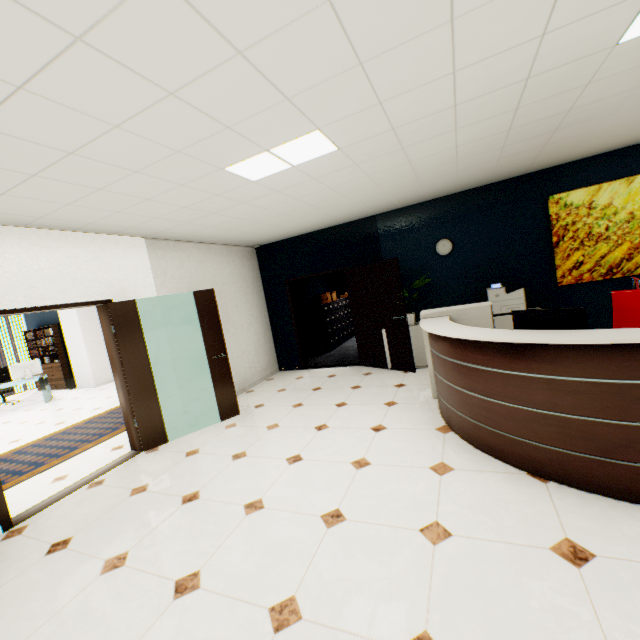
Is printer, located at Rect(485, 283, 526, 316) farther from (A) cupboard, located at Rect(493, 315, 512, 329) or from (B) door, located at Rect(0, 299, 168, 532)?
(B) door, located at Rect(0, 299, 168, 532)

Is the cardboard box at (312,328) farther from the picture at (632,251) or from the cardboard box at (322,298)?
the picture at (632,251)

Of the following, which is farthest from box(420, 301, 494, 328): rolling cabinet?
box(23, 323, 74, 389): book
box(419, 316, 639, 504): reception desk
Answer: box(23, 323, 74, 389): book

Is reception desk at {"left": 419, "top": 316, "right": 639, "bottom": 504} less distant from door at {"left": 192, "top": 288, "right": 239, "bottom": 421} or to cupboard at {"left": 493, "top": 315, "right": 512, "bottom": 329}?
cupboard at {"left": 493, "top": 315, "right": 512, "bottom": 329}

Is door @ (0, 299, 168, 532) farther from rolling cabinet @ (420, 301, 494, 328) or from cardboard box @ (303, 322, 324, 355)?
cardboard box @ (303, 322, 324, 355)

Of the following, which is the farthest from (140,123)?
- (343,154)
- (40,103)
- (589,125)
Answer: (589,125)

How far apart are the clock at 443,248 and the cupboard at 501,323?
1.3 meters

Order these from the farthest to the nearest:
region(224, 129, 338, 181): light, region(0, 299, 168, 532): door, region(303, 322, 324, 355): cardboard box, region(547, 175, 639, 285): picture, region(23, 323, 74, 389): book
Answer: region(23, 323, 74, 389): book
region(303, 322, 324, 355): cardboard box
region(547, 175, 639, 285): picture
region(0, 299, 168, 532): door
region(224, 129, 338, 181): light
